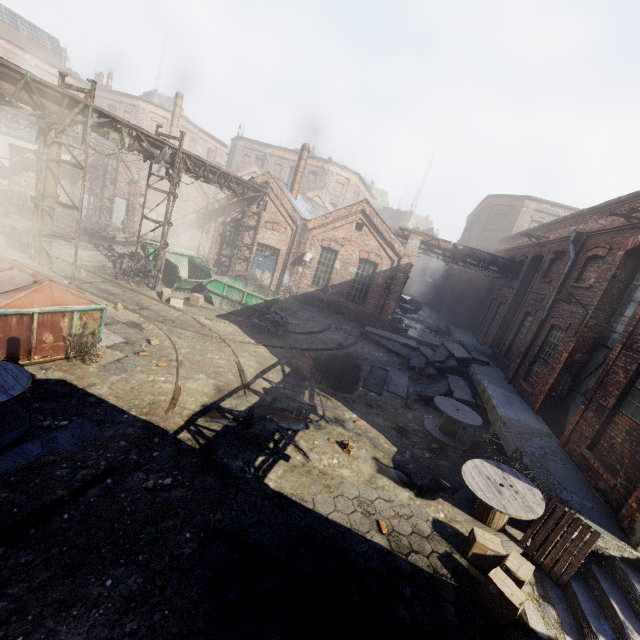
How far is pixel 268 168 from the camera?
43.19m

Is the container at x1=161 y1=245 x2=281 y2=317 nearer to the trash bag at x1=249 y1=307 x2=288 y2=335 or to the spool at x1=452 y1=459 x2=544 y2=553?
the trash bag at x1=249 y1=307 x2=288 y2=335

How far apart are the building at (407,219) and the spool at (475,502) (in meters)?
45.97

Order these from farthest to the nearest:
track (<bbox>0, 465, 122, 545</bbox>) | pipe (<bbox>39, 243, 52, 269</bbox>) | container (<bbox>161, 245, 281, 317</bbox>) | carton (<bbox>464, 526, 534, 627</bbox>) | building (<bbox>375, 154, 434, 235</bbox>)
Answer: building (<bbox>375, 154, 434, 235</bbox>)
container (<bbox>161, 245, 281, 317</bbox>)
pipe (<bbox>39, 243, 52, 269</bbox>)
carton (<bbox>464, 526, 534, 627</bbox>)
track (<bbox>0, 465, 122, 545</bbox>)

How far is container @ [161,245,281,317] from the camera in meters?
15.3

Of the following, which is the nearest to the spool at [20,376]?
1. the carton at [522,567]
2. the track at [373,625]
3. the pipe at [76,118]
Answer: the track at [373,625]

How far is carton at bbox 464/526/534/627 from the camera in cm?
496

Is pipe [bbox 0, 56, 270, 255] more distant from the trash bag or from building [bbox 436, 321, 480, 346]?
building [bbox 436, 321, 480, 346]
